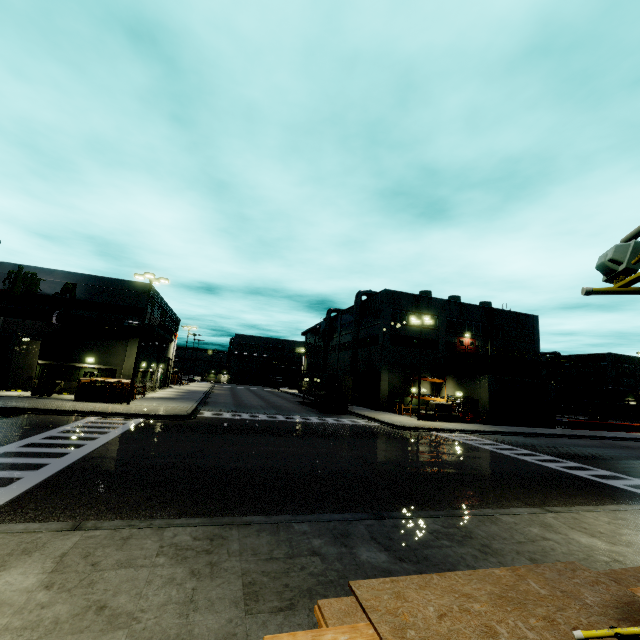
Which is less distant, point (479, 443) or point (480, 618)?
point (480, 618)

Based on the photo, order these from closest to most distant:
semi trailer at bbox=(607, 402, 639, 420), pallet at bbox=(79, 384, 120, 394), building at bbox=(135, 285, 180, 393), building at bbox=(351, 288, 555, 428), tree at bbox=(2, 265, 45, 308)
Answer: pallet at bbox=(79, 384, 120, 394)
tree at bbox=(2, 265, 45, 308)
building at bbox=(135, 285, 180, 393)
building at bbox=(351, 288, 555, 428)
semi trailer at bbox=(607, 402, 639, 420)

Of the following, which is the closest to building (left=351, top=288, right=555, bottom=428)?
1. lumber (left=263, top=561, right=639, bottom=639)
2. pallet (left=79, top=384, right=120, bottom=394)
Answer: pallet (left=79, top=384, right=120, bottom=394)

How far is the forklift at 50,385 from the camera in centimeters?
2531cm

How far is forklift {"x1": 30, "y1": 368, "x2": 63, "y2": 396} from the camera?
25.3m

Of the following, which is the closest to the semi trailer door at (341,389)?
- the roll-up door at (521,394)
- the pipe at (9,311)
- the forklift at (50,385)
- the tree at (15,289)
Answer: the roll-up door at (521,394)

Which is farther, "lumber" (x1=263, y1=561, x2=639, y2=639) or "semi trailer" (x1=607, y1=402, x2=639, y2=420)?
"semi trailer" (x1=607, y1=402, x2=639, y2=420)

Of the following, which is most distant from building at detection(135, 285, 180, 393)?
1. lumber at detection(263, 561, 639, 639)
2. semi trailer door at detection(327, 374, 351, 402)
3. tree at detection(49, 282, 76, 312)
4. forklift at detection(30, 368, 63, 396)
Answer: lumber at detection(263, 561, 639, 639)
